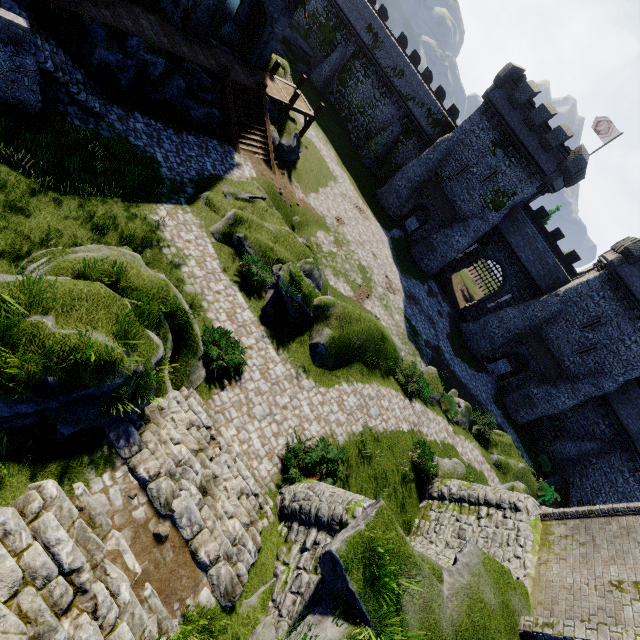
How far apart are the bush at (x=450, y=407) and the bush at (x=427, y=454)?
5.2 meters

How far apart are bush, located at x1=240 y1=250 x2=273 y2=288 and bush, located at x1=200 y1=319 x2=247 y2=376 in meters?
3.3 m

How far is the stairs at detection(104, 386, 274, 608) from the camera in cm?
703

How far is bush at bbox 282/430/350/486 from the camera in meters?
10.9

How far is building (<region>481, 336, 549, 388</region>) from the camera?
33.9 meters

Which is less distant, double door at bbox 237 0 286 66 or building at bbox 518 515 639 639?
building at bbox 518 515 639 639

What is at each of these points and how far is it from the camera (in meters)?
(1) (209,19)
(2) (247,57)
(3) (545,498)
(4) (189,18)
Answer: (1) double door, 18.86
(2) double door, 22.02
(3) bush, 24.50
(4) building, 18.27

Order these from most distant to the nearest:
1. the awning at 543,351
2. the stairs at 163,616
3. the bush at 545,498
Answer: the awning at 543,351
the bush at 545,498
the stairs at 163,616
